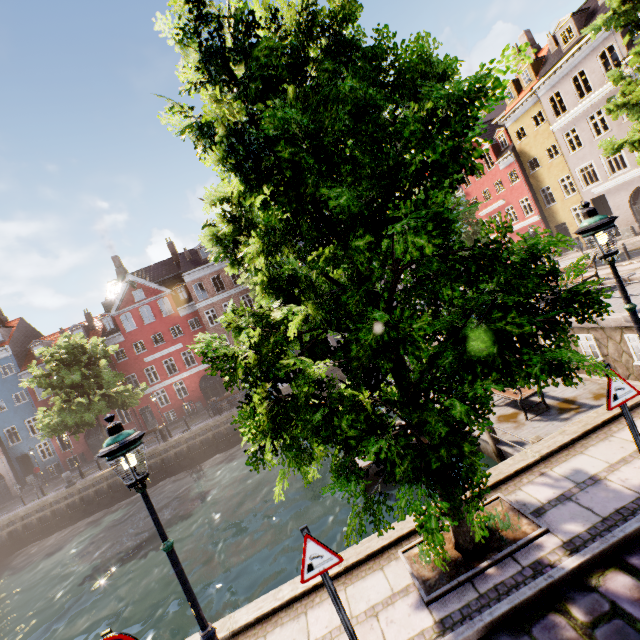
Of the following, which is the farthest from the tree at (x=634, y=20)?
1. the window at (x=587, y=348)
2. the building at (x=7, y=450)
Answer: the window at (x=587, y=348)

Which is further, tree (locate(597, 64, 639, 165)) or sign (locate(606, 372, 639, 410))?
tree (locate(597, 64, 639, 165))

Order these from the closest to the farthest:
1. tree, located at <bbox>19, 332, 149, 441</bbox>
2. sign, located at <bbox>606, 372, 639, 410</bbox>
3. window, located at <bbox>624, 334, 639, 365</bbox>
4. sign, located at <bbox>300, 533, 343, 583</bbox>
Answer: sign, located at <bbox>300, 533, 343, 583</bbox>
sign, located at <bbox>606, 372, 639, 410</bbox>
window, located at <bbox>624, 334, 639, 365</bbox>
tree, located at <bbox>19, 332, 149, 441</bbox>

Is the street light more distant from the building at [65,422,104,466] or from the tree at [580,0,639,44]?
the building at [65,422,104,466]

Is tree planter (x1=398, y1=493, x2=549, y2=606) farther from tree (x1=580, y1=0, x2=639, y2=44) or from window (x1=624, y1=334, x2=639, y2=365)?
window (x1=624, y1=334, x2=639, y2=365)

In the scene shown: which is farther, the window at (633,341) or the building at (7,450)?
the building at (7,450)

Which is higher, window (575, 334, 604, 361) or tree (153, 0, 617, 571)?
tree (153, 0, 617, 571)

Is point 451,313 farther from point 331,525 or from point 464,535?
point 331,525
